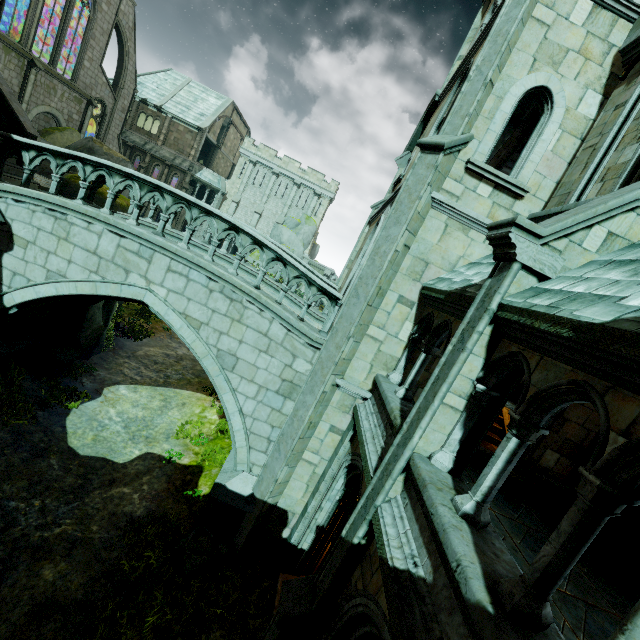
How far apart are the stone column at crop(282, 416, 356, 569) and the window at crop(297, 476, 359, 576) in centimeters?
5cm

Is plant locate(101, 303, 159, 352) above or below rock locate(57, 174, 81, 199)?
below

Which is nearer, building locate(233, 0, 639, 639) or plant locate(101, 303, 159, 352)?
building locate(233, 0, 639, 639)

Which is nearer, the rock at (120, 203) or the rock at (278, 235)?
the rock at (120, 203)

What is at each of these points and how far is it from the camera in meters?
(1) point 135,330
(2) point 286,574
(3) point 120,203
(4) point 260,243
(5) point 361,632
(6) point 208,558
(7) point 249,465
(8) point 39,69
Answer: (1) plant, 17.6
(2) wall trim, 8.0
(3) rock, 12.4
(4) bridge railing, 7.8
(5) building, 4.4
(6) plant, 7.5
(7) bridge, 8.6
(8) building, 23.5

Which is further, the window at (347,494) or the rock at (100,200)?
the rock at (100,200)

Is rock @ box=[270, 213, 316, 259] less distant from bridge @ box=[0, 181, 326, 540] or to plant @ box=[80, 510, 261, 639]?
bridge @ box=[0, 181, 326, 540]

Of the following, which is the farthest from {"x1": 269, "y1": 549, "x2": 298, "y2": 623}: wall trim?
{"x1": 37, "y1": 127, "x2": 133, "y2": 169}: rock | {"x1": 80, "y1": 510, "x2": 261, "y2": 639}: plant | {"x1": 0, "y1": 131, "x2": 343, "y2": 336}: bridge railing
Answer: {"x1": 37, "y1": 127, "x2": 133, "y2": 169}: rock
